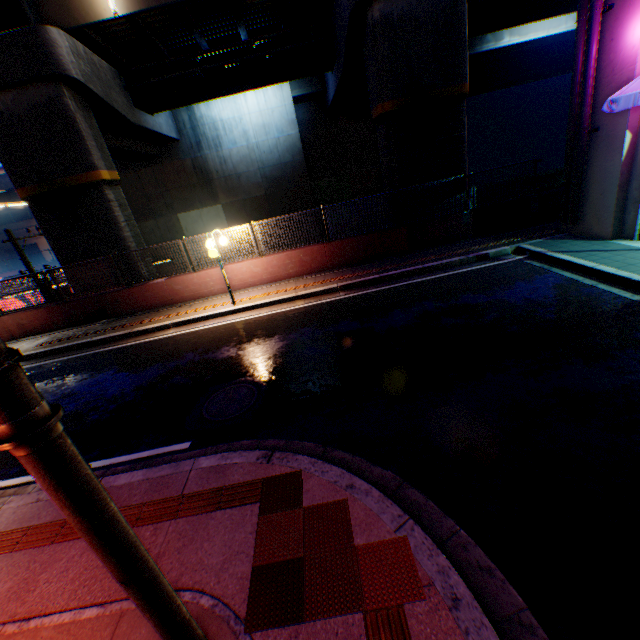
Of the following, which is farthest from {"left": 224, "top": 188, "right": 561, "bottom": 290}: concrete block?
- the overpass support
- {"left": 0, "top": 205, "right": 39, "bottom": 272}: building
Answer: {"left": 0, "top": 205, "right": 39, "bottom": 272}: building

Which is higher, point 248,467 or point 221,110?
point 221,110

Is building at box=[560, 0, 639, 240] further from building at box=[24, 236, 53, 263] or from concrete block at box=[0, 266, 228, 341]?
building at box=[24, 236, 53, 263]

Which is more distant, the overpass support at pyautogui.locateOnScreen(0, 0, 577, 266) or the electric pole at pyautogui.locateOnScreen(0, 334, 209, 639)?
the overpass support at pyautogui.locateOnScreen(0, 0, 577, 266)

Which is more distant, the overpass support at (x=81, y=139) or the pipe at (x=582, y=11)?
the overpass support at (x=81, y=139)

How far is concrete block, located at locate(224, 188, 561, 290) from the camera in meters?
11.6

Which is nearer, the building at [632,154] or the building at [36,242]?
the building at [632,154]

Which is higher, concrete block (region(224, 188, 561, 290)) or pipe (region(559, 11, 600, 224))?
pipe (region(559, 11, 600, 224))
